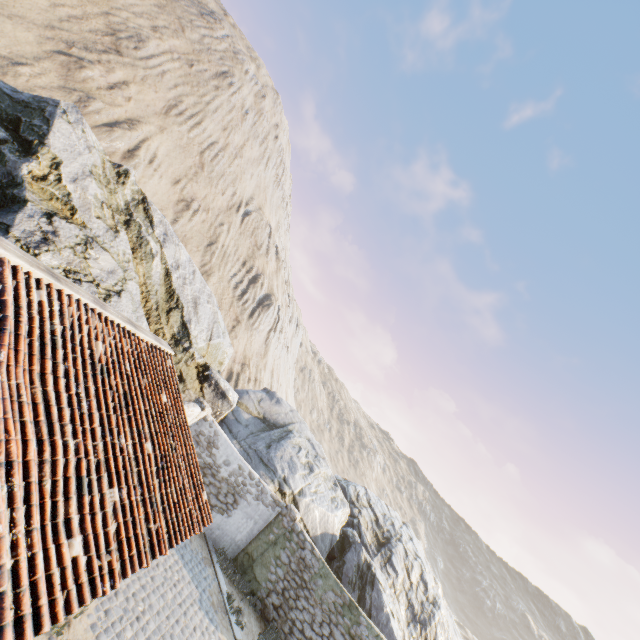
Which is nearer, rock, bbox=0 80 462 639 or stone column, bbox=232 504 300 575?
rock, bbox=0 80 462 639

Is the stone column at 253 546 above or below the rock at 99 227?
below

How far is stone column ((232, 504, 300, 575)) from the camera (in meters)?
12.91

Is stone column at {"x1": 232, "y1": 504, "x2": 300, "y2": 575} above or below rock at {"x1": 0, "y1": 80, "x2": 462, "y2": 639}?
below

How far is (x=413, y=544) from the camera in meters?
24.3 m

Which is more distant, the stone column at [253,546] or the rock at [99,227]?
the stone column at [253,546]
